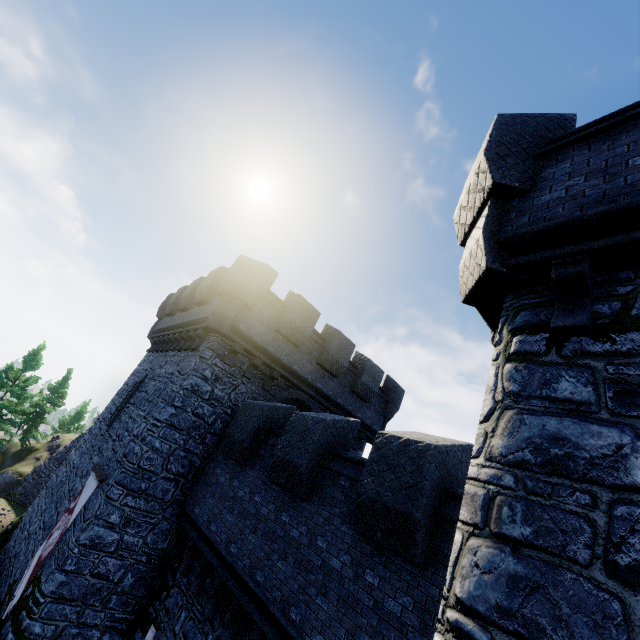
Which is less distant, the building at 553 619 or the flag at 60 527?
the building at 553 619

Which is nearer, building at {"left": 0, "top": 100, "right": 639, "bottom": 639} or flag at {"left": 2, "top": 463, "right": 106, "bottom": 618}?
building at {"left": 0, "top": 100, "right": 639, "bottom": 639}

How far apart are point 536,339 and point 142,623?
12.70m
